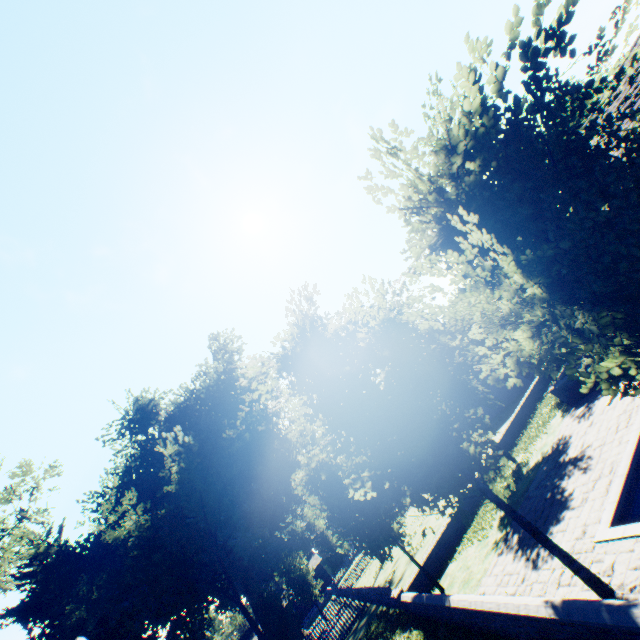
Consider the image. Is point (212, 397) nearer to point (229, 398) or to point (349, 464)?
point (229, 398)

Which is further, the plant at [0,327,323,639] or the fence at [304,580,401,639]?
the plant at [0,327,323,639]

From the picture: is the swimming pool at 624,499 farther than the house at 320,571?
No

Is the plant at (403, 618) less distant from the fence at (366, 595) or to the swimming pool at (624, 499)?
the fence at (366, 595)

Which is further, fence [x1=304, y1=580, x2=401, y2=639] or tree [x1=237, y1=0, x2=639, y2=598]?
fence [x1=304, y1=580, x2=401, y2=639]

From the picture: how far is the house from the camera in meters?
52.8 m

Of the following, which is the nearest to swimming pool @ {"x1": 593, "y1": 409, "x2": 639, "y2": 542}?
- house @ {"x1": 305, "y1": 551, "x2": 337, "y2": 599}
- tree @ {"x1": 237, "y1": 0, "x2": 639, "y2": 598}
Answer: tree @ {"x1": 237, "y1": 0, "x2": 639, "y2": 598}

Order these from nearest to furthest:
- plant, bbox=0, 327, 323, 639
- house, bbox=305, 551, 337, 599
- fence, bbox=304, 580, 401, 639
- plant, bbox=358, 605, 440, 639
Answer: plant, bbox=358, 605, 440, 639 < fence, bbox=304, 580, 401, 639 < plant, bbox=0, 327, 323, 639 < house, bbox=305, 551, 337, 599
